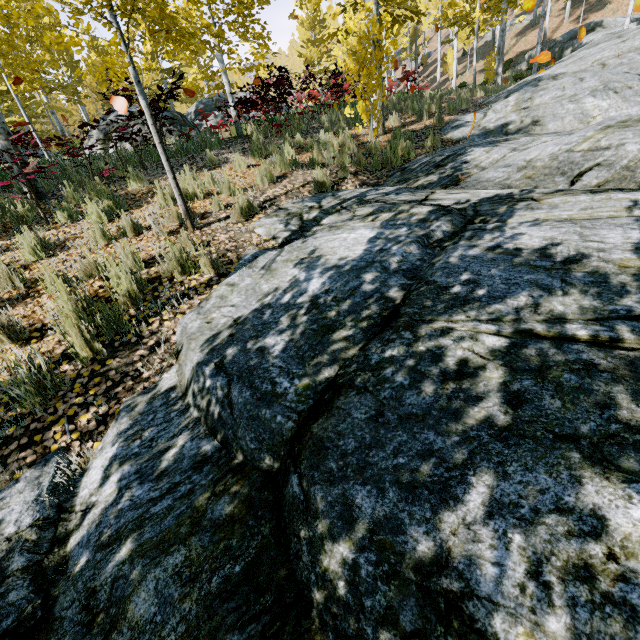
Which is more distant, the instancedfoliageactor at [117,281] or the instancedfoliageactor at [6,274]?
the instancedfoliageactor at [6,274]

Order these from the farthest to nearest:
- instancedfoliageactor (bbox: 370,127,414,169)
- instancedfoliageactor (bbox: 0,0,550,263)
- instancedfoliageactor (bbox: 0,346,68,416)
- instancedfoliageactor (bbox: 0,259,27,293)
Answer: instancedfoliageactor (bbox: 370,127,414,169)
instancedfoliageactor (bbox: 0,0,550,263)
instancedfoliageactor (bbox: 0,259,27,293)
instancedfoliageactor (bbox: 0,346,68,416)

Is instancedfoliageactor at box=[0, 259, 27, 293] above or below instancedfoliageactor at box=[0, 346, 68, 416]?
above

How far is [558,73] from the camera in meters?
9.2
